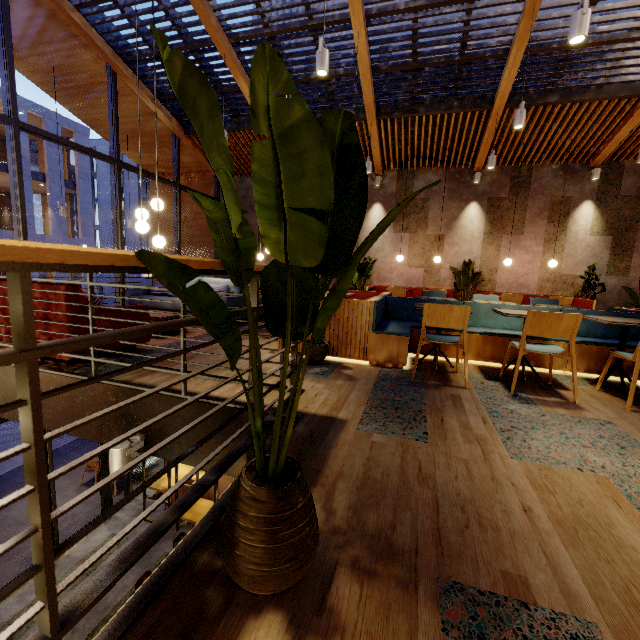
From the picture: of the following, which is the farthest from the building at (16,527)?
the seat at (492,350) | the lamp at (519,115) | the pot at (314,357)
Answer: the lamp at (519,115)

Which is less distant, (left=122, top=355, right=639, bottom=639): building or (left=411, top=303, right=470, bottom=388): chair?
(left=122, top=355, right=639, bottom=639): building

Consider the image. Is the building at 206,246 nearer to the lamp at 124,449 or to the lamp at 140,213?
the lamp at 140,213

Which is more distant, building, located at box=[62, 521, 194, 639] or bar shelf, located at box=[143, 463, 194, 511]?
building, located at box=[62, 521, 194, 639]

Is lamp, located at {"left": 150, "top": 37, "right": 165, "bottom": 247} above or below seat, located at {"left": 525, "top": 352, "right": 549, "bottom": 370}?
above

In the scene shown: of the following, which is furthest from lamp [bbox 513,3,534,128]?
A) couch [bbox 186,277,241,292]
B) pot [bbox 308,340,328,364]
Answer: couch [bbox 186,277,241,292]

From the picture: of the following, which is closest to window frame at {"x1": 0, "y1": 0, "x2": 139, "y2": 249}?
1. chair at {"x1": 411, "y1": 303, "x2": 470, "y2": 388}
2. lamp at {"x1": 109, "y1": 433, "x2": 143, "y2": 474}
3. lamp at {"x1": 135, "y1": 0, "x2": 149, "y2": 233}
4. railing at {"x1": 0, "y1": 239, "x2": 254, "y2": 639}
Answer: railing at {"x1": 0, "y1": 239, "x2": 254, "y2": 639}

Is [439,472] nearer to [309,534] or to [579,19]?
[309,534]
